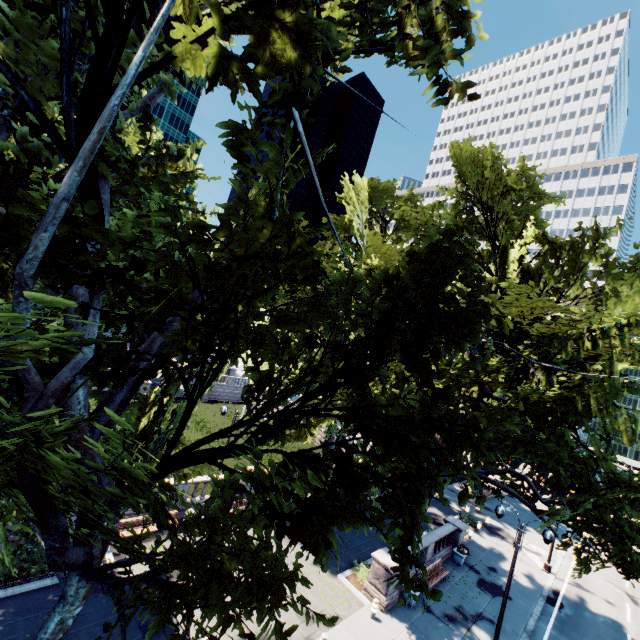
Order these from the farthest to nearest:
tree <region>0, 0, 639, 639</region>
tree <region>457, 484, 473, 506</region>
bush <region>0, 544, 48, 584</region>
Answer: bush <region>0, 544, 48, 584</region> → tree <region>457, 484, 473, 506</region> → tree <region>0, 0, 639, 639</region>

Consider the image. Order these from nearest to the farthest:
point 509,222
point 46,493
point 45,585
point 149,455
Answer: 1. point 46,493
2. point 149,455
3. point 45,585
4. point 509,222

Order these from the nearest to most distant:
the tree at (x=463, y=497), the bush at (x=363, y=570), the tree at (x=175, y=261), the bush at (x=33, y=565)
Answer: the tree at (x=175, y=261)
the tree at (x=463, y=497)
the bush at (x=33, y=565)
the bush at (x=363, y=570)

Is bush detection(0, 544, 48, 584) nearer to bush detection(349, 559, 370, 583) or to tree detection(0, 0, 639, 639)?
tree detection(0, 0, 639, 639)

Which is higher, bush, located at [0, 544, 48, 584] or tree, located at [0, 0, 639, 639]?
tree, located at [0, 0, 639, 639]

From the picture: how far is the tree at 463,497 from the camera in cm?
545

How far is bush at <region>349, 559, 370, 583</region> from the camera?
17.9 meters

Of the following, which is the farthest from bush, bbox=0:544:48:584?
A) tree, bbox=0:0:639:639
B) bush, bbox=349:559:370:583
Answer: bush, bbox=349:559:370:583
